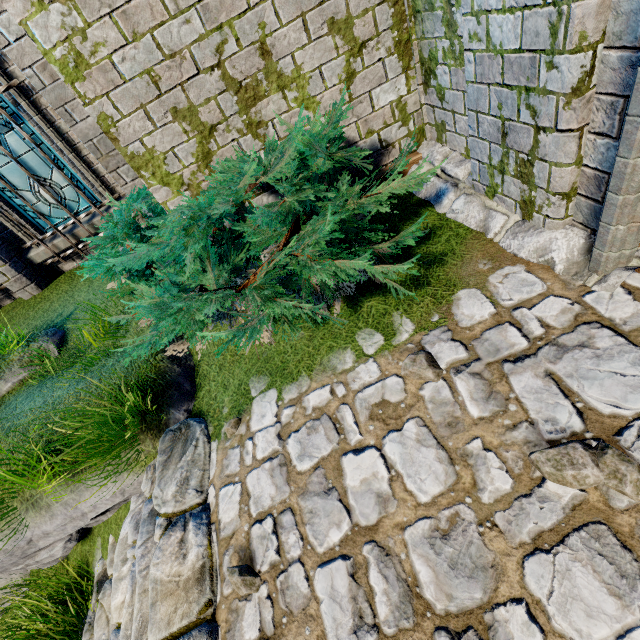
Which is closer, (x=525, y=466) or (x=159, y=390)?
(x=525, y=466)

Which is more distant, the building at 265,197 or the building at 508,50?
the building at 265,197

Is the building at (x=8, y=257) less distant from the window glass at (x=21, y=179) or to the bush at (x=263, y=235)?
the bush at (x=263, y=235)

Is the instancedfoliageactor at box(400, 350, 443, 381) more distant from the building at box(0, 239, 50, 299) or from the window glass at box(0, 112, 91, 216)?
the window glass at box(0, 112, 91, 216)

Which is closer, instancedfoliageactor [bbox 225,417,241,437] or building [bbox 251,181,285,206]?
instancedfoliageactor [bbox 225,417,241,437]

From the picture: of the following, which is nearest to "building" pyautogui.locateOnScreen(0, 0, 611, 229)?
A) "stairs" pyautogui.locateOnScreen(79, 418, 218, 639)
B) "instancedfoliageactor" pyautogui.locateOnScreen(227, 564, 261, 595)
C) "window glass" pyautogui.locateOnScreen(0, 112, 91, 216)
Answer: "window glass" pyautogui.locateOnScreen(0, 112, 91, 216)

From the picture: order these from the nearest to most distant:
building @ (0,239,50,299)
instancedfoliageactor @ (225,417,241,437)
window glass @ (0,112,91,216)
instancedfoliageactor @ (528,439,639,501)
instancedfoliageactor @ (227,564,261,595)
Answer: instancedfoliageactor @ (528,439,639,501)
instancedfoliageactor @ (227,564,261,595)
instancedfoliageactor @ (225,417,241,437)
window glass @ (0,112,91,216)
building @ (0,239,50,299)

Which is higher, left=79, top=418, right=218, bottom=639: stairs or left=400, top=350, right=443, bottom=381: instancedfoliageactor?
left=400, top=350, right=443, bottom=381: instancedfoliageactor
